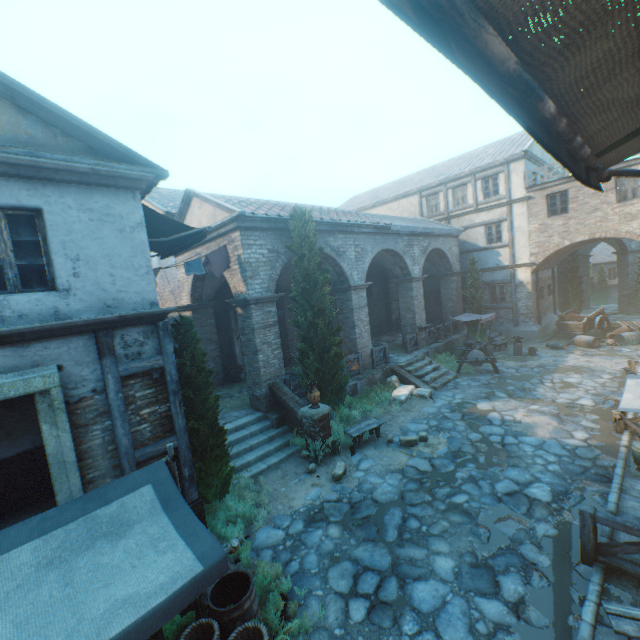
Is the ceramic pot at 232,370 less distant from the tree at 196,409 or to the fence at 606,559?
the tree at 196,409

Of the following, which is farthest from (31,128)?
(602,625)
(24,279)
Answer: (602,625)

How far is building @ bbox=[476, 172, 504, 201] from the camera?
20.5 meters

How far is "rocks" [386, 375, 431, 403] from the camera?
12.89m

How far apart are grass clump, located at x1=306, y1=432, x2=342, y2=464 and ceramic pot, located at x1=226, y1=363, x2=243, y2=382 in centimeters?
656cm

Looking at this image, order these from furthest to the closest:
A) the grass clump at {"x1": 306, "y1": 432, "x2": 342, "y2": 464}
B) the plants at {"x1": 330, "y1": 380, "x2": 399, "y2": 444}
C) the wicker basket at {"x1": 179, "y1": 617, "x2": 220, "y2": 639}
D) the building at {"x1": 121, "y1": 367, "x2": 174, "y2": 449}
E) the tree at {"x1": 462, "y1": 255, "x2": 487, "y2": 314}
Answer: the tree at {"x1": 462, "y1": 255, "x2": 487, "y2": 314} → the plants at {"x1": 330, "y1": 380, "x2": 399, "y2": 444} → the grass clump at {"x1": 306, "y1": 432, "x2": 342, "y2": 464} → the building at {"x1": 121, "y1": 367, "x2": 174, "y2": 449} → the wicker basket at {"x1": 179, "y1": 617, "x2": 220, "y2": 639}

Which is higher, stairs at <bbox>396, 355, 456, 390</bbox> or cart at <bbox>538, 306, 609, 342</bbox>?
cart at <bbox>538, 306, 609, 342</bbox>

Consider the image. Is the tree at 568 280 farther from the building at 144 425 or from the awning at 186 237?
the awning at 186 237
